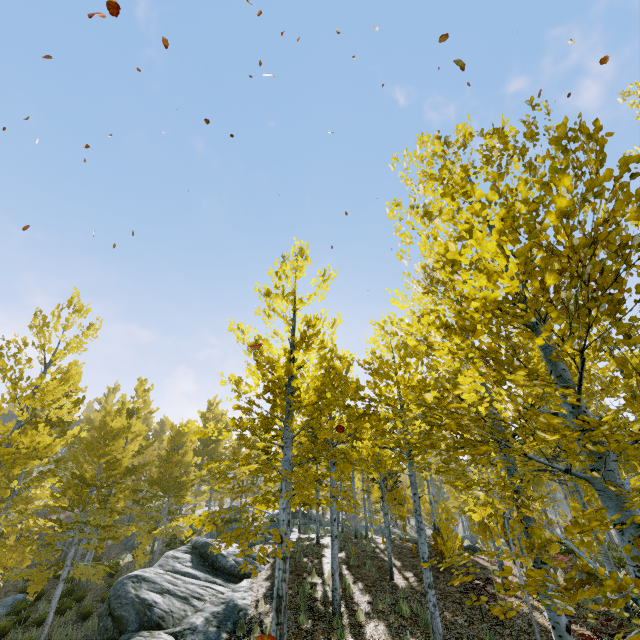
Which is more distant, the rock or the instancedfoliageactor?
the rock

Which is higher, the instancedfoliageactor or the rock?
the instancedfoliageactor

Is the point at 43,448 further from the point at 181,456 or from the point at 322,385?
the point at 181,456

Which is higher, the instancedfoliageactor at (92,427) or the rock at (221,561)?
the instancedfoliageactor at (92,427)

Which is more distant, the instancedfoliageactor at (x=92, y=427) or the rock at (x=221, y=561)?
the rock at (x=221, y=561)
